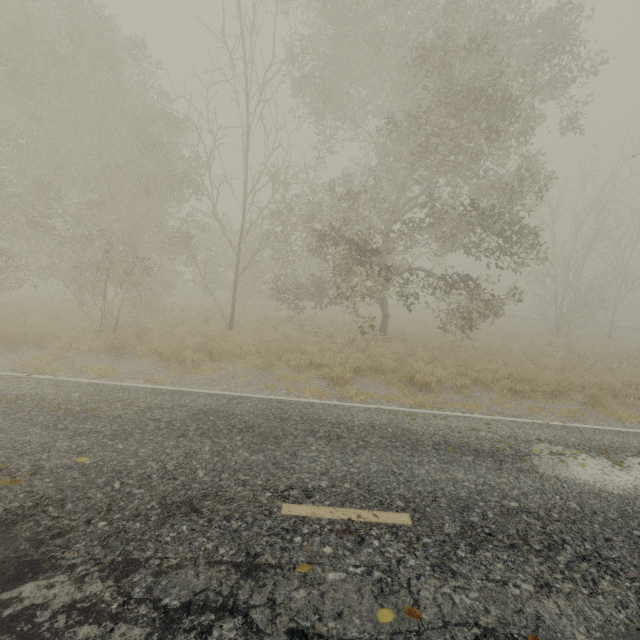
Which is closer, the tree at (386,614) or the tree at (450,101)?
the tree at (386,614)

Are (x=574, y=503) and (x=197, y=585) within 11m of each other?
yes

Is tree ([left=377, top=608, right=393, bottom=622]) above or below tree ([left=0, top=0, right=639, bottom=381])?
below

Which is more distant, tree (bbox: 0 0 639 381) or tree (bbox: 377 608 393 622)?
tree (bbox: 0 0 639 381)

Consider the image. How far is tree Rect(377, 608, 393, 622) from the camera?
2.6m

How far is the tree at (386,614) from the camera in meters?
2.6
